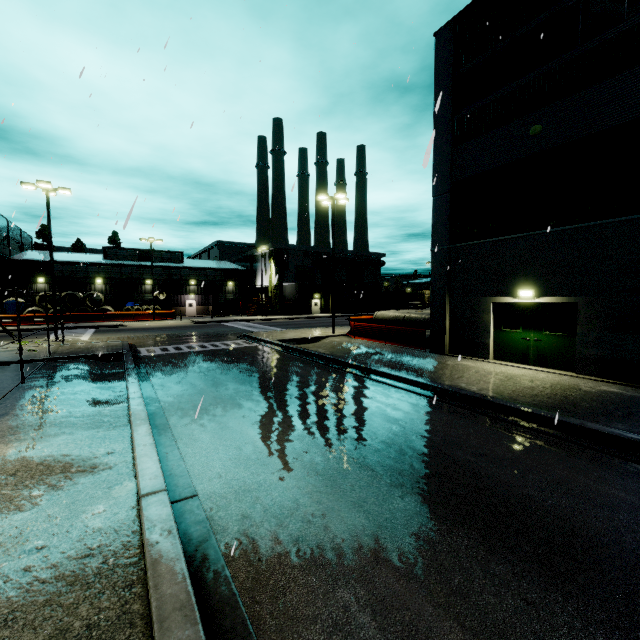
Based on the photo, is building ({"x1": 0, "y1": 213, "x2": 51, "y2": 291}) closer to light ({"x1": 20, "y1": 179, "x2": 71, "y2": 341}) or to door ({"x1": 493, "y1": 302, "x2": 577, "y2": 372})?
door ({"x1": 493, "y1": 302, "x2": 577, "y2": 372})

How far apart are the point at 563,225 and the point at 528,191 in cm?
190

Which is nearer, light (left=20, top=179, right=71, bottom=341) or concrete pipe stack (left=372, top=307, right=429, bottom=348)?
concrete pipe stack (left=372, top=307, right=429, bottom=348)

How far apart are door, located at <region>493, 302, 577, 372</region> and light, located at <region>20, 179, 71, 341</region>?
25.6m

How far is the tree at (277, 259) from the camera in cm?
4703

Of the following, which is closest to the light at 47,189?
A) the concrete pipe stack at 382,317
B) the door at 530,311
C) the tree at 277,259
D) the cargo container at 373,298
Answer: the tree at 277,259

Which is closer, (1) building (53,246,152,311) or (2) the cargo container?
(1) building (53,246,152,311)

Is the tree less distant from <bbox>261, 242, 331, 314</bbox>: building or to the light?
<bbox>261, 242, 331, 314</bbox>: building
